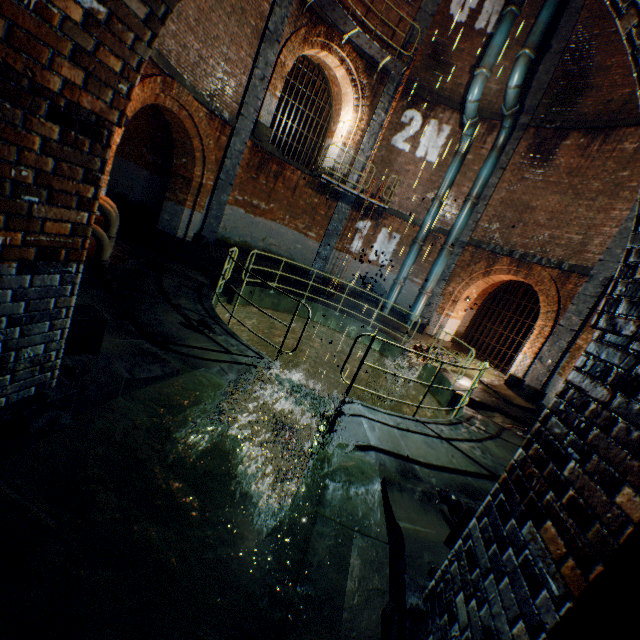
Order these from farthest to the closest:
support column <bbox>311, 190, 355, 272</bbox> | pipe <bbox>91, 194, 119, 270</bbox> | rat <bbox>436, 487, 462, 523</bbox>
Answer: support column <bbox>311, 190, 355, 272</bbox> < pipe <bbox>91, 194, 119, 270</bbox> < rat <bbox>436, 487, 462, 523</bbox>

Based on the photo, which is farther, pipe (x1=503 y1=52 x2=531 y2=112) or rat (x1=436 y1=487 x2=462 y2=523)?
pipe (x1=503 y1=52 x2=531 y2=112)

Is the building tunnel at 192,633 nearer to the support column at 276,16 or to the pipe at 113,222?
the pipe at 113,222

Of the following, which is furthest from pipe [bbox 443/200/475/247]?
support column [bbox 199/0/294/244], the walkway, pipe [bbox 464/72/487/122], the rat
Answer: support column [bbox 199/0/294/244]

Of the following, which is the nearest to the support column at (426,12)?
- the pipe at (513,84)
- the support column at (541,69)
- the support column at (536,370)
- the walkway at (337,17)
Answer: the walkway at (337,17)

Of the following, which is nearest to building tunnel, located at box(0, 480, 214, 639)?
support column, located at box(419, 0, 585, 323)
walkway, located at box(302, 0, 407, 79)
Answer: walkway, located at box(302, 0, 407, 79)

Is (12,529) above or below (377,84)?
below

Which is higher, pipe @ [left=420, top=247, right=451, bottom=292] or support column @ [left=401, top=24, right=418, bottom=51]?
support column @ [left=401, top=24, right=418, bottom=51]
